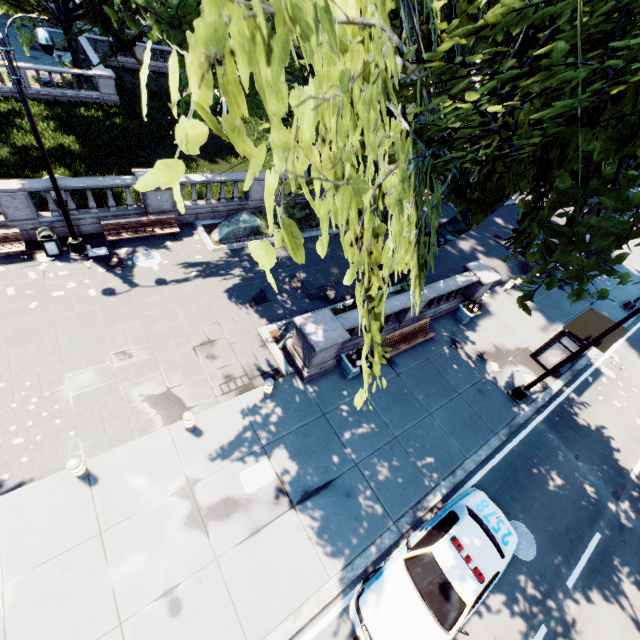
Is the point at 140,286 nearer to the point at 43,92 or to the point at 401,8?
the point at 401,8

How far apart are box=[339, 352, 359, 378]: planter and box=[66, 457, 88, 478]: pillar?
8.0 meters

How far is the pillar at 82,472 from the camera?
7.6m

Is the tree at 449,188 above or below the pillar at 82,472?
above

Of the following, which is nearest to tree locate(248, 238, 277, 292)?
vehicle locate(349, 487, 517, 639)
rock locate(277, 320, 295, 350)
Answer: rock locate(277, 320, 295, 350)

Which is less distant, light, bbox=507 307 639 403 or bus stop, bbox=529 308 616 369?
light, bbox=507 307 639 403

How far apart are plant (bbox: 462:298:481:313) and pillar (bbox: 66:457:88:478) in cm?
1585

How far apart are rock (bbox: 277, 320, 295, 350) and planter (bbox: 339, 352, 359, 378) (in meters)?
1.21
